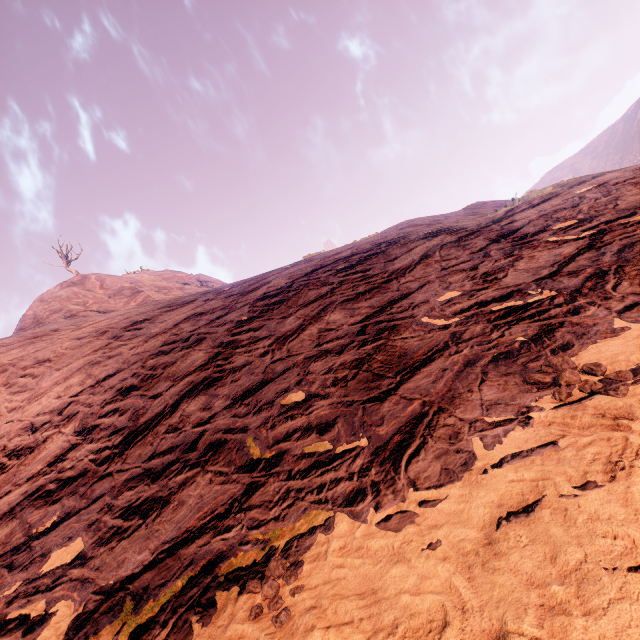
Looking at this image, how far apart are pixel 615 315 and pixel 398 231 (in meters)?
9.81
